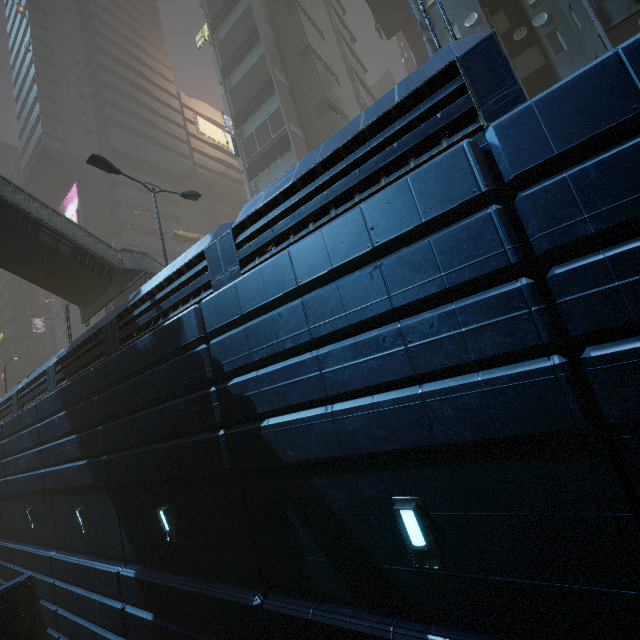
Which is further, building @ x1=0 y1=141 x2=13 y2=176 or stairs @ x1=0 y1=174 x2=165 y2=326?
building @ x1=0 y1=141 x2=13 y2=176

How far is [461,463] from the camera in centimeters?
417cm

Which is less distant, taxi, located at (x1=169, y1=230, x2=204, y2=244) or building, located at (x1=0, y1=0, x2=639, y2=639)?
building, located at (x1=0, y1=0, x2=639, y2=639)

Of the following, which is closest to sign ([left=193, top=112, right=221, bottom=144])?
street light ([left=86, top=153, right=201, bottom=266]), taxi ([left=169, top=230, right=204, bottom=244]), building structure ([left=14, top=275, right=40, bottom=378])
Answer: taxi ([left=169, top=230, right=204, bottom=244])

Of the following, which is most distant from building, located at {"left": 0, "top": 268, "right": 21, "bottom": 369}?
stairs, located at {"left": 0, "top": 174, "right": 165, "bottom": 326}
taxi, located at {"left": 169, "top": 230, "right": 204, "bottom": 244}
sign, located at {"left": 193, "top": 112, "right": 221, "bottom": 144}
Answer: stairs, located at {"left": 0, "top": 174, "right": 165, "bottom": 326}

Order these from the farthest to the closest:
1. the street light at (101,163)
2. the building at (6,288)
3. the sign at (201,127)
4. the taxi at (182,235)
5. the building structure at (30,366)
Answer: the sign at (201,127), the building at (6,288), the building structure at (30,366), the taxi at (182,235), the street light at (101,163)

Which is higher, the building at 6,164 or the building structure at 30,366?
the building at 6,164

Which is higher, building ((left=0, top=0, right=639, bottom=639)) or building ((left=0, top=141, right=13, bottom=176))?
building ((left=0, top=141, right=13, bottom=176))
